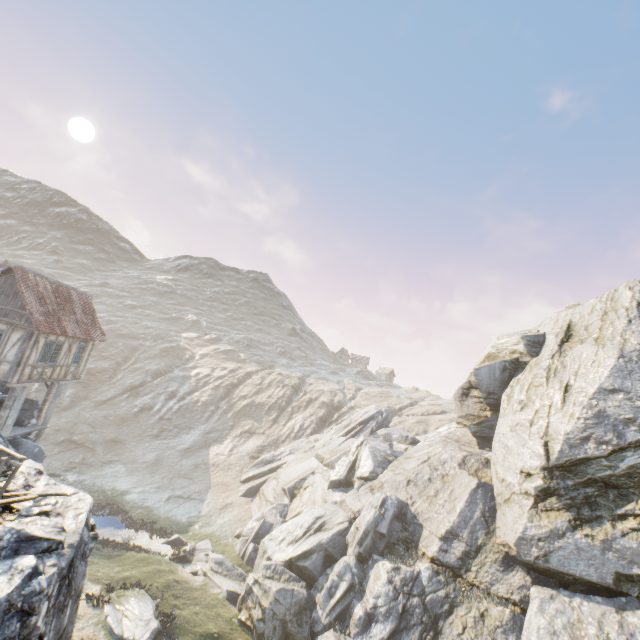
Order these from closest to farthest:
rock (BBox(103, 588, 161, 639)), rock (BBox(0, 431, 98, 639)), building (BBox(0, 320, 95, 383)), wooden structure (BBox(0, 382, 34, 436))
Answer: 1. rock (BBox(0, 431, 98, 639))
2. rock (BBox(103, 588, 161, 639))
3. building (BBox(0, 320, 95, 383))
4. wooden structure (BBox(0, 382, 34, 436))

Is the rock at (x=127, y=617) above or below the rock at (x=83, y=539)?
below

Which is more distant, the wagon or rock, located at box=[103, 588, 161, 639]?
rock, located at box=[103, 588, 161, 639]

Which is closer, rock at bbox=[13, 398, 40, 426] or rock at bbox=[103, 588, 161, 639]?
rock at bbox=[103, 588, 161, 639]

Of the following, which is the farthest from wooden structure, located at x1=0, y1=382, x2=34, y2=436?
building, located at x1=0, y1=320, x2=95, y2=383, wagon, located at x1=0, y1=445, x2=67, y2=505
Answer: wagon, located at x1=0, y1=445, x2=67, y2=505

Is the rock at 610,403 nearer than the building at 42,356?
Yes

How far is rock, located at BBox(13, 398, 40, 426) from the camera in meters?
19.7 m

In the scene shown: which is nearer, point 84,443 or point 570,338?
point 570,338
